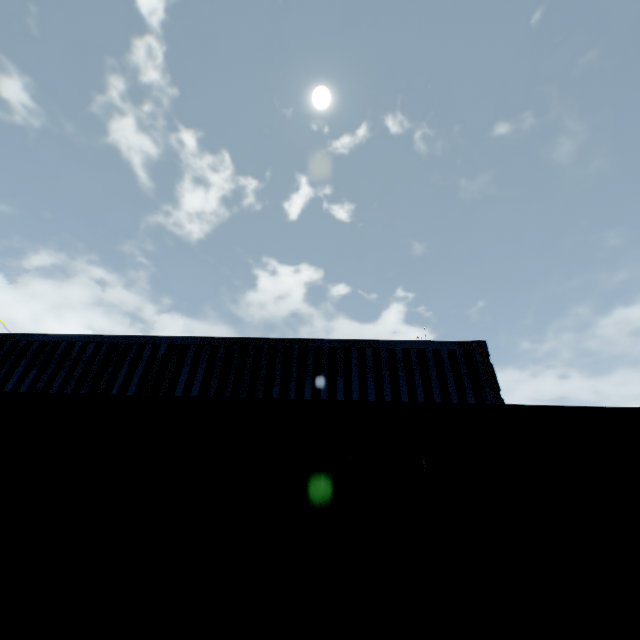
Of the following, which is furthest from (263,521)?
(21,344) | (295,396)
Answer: (21,344)
